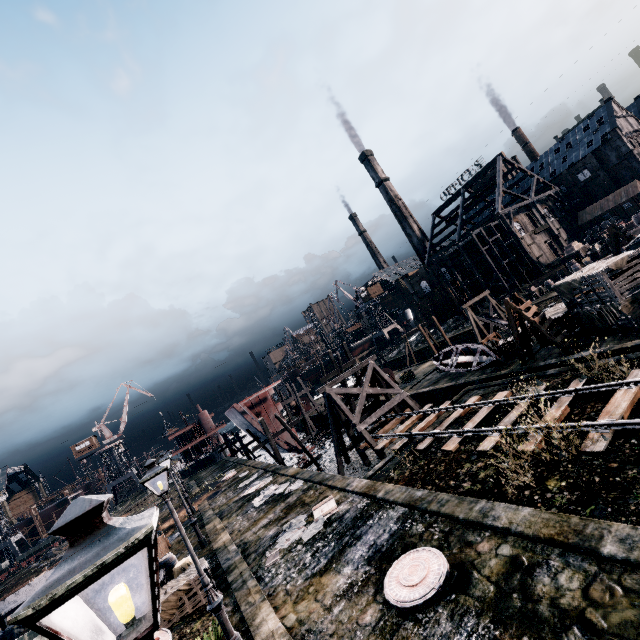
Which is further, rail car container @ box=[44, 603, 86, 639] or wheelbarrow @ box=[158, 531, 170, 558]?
wheelbarrow @ box=[158, 531, 170, 558]

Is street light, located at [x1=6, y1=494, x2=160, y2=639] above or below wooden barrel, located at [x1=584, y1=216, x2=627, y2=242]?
above

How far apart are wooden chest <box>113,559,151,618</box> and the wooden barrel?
75.5m

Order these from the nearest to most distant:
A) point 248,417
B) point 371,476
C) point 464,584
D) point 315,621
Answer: point 464,584, point 315,621, point 371,476, point 248,417

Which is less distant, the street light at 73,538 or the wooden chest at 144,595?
the street light at 73,538

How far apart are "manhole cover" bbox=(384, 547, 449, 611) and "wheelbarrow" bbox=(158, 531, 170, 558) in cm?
1916

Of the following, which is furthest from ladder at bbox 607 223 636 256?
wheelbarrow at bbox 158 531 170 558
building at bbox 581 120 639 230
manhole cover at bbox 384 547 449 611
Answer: wheelbarrow at bbox 158 531 170 558

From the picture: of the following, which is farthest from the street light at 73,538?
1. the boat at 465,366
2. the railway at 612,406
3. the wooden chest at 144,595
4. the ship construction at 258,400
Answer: the ship construction at 258,400
